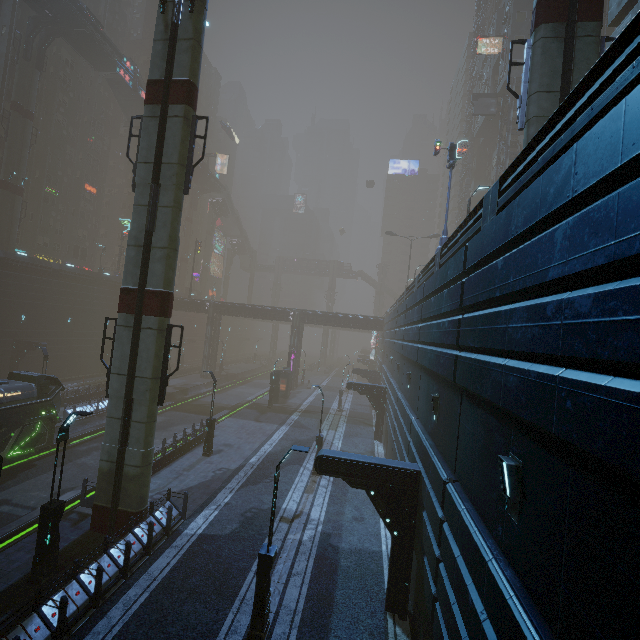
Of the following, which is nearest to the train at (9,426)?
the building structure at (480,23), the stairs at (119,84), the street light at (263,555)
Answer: the street light at (263,555)

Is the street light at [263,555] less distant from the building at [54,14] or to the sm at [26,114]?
the sm at [26,114]

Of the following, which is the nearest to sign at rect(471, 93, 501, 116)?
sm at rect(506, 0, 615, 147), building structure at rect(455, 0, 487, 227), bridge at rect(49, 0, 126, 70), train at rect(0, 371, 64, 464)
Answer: building structure at rect(455, 0, 487, 227)

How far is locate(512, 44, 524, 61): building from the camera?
38.53m

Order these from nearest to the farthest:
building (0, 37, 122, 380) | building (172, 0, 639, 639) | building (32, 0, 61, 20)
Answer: building (172, 0, 639, 639), building (32, 0, 61, 20), building (0, 37, 122, 380)

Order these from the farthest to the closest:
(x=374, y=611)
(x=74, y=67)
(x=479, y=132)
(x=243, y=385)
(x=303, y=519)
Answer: (x=243, y=385)
(x=479, y=132)
(x=74, y=67)
(x=303, y=519)
(x=374, y=611)

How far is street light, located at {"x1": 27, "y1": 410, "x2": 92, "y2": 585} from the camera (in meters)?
10.52

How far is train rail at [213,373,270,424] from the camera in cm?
3550
